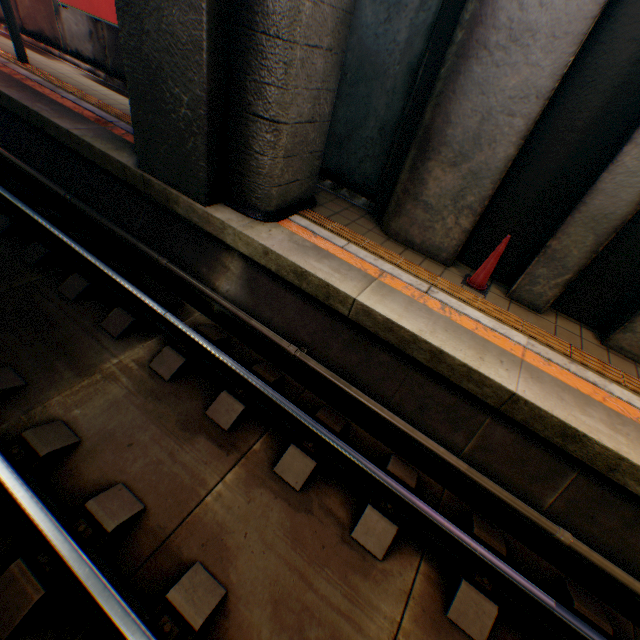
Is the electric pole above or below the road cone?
above

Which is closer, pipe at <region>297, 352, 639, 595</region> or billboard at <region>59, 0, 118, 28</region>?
pipe at <region>297, 352, 639, 595</region>

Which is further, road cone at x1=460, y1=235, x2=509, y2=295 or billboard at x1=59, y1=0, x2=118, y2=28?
billboard at x1=59, y1=0, x2=118, y2=28

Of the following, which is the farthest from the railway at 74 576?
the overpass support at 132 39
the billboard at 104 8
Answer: the billboard at 104 8

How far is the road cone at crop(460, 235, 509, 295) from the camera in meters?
4.4 m

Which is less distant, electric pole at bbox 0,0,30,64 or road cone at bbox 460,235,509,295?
road cone at bbox 460,235,509,295

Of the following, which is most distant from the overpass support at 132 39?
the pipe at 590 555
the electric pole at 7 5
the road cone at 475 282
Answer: the electric pole at 7 5

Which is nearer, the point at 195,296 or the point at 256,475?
the point at 256,475
